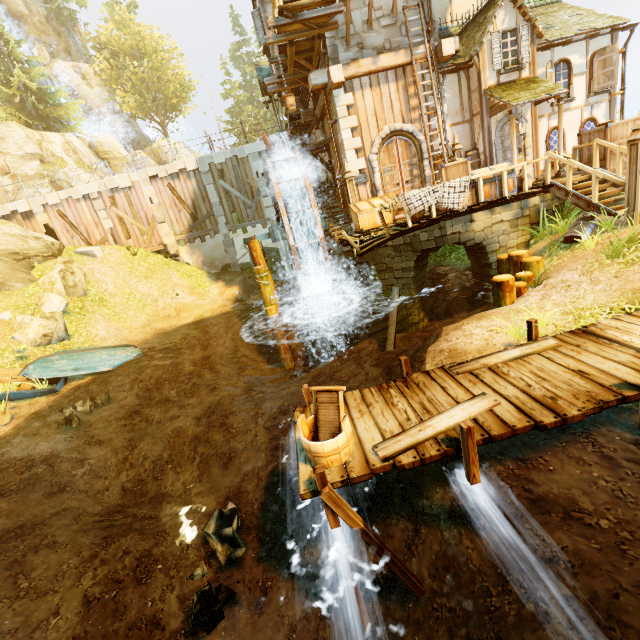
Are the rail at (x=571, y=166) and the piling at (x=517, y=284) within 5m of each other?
yes

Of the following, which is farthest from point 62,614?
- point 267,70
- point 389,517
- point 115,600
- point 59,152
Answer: point 59,152

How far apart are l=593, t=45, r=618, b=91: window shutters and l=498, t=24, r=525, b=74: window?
3.5 meters

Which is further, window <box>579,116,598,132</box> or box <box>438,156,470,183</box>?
window <box>579,116,598,132</box>

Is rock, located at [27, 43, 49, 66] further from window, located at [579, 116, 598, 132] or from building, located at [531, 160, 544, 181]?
window, located at [579, 116, 598, 132]

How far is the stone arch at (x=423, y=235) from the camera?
10.1 meters

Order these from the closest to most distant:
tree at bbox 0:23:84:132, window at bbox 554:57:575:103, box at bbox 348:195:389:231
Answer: box at bbox 348:195:389:231 < window at bbox 554:57:575:103 < tree at bbox 0:23:84:132

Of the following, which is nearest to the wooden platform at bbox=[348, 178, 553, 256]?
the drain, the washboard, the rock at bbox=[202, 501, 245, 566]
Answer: the drain
